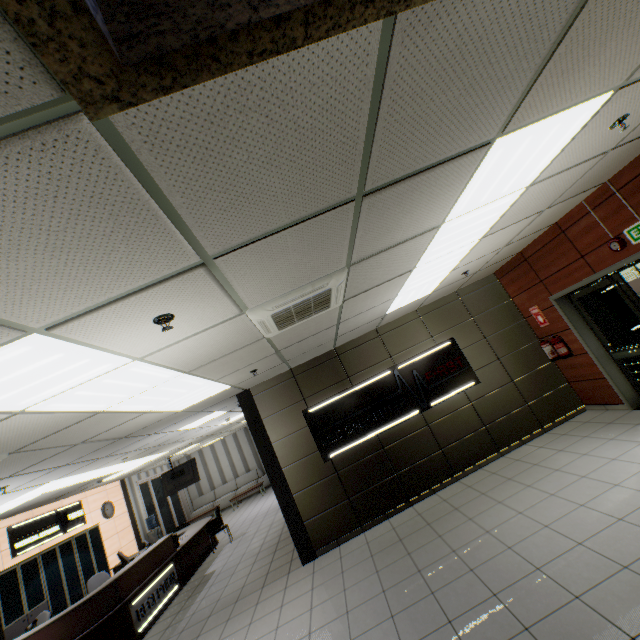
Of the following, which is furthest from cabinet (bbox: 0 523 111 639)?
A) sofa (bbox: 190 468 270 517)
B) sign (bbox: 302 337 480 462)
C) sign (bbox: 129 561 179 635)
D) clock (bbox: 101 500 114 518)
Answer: sign (bbox: 302 337 480 462)

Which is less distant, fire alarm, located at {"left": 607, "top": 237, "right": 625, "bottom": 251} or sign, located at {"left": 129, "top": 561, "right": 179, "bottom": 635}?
fire alarm, located at {"left": 607, "top": 237, "right": 625, "bottom": 251}

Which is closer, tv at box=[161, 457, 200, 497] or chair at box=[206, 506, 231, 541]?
chair at box=[206, 506, 231, 541]

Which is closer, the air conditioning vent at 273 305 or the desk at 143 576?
the air conditioning vent at 273 305

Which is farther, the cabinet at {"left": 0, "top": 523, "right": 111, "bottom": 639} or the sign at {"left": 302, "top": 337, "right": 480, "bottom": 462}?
the cabinet at {"left": 0, "top": 523, "right": 111, "bottom": 639}

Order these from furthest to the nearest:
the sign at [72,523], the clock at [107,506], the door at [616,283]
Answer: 1. the clock at [107,506]
2. the sign at [72,523]
3. the door at [616,283]

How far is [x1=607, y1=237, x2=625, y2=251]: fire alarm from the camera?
4.45m

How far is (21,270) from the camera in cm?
134
